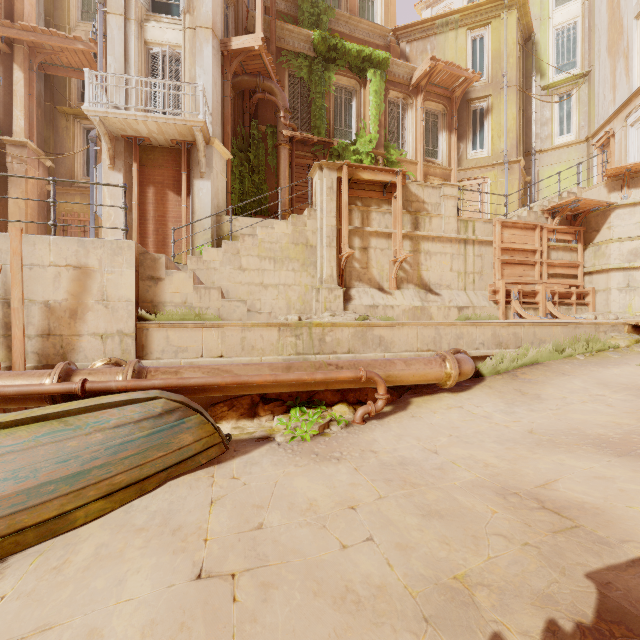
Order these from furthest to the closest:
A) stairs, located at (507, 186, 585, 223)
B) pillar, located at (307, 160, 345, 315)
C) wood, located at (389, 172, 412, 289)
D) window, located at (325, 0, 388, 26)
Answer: window, located at (325, 0, 388, 26)
stairs, located at (507, 186, 585, 223)
wood, located at (389, 172, 412, 289)
pillar, located at (307, 160, 345, 315)

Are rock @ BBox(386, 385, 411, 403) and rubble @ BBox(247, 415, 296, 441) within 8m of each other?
yes

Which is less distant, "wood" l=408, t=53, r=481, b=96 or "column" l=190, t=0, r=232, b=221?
"column" l=190, t=0, r=232, b=221

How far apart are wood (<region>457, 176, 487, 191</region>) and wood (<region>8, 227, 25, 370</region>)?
17.7m

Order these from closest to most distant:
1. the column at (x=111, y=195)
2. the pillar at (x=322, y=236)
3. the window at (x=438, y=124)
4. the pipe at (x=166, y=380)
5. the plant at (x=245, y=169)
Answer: the pipe at (x=166, y=380) → the pillar at (x=322, y=236) → the column at (x=111, y=195) → the plant at (x=245, y=169) → the window at (x=438, y=124)

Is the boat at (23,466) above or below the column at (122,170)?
below

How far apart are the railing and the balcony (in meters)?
0.01

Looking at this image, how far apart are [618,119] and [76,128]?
25.4m
